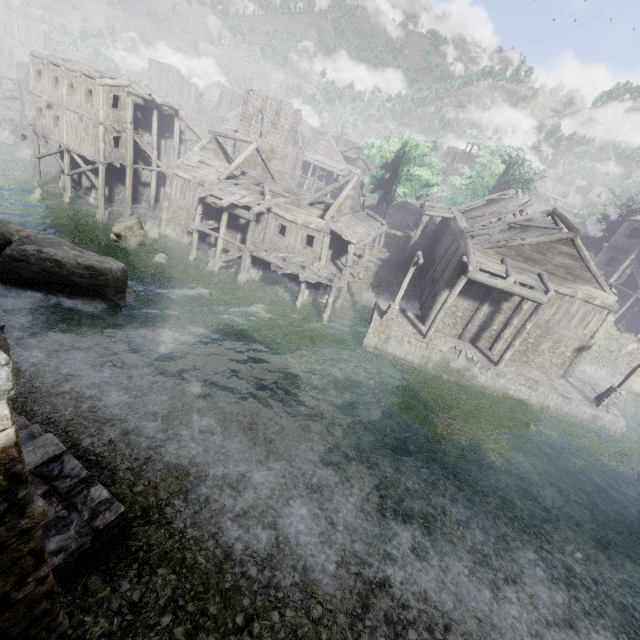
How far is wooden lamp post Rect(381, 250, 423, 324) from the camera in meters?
18.5 m

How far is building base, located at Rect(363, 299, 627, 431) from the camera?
19.1 meters

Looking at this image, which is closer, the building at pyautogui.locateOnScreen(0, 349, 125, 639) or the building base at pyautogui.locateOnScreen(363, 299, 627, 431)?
the building at pyautogui.locateOnScreen(0, 349, 125, 639)

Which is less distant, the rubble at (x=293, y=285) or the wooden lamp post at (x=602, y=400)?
the wooden lamp post at (x=602, y=400)

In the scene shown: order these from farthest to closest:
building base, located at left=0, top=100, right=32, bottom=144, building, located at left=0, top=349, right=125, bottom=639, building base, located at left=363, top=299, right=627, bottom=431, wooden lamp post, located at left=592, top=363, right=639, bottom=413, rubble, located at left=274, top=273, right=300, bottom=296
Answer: building base, located at left=0, top=100, right=32, bottom=144 < rubble, located at left=274, top=273, right=300, bottom=296 < building base, located at left=363, top=299, right=627, bottom=431 < wooden lamp post, located at left=592, top=363, right=639, bottom=413 < building, located at left=0, top=349, right=125, bottom=639

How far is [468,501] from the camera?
12.2 meters

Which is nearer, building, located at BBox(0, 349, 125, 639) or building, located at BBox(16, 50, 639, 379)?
building, located at BBox(0, 349, 125, 639)

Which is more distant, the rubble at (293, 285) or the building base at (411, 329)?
the rubble at (293, 285)
